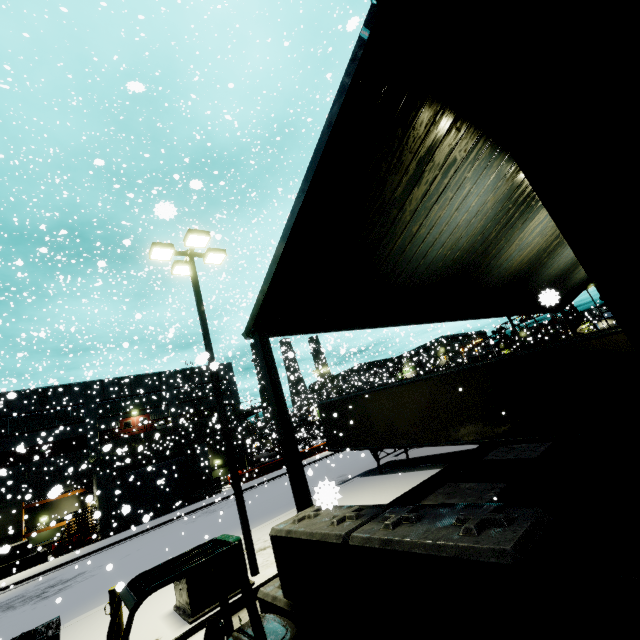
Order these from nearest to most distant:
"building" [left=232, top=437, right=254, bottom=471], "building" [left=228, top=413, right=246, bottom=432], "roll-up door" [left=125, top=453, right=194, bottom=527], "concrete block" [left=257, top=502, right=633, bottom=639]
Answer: "concrete block" [left=257, top=502, right=633, bottom=639] → "roll-up door" [left=125, top=453, right=194, bottom=527] → "building" [left=232, top=437, right=254, bottom=471] → "building" [left=228, top=413, right=246, bottom=432]

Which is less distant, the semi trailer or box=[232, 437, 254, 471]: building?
the semi trailer

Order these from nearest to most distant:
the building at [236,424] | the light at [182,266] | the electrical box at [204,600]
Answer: the electrical box at [204,600]
the light at [182,266]
the building at [236,424]

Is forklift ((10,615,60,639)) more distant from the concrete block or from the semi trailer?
the semi trailer

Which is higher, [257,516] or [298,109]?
[298,109]

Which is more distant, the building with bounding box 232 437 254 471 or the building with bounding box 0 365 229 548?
the building with bounding box 232 437 254 471

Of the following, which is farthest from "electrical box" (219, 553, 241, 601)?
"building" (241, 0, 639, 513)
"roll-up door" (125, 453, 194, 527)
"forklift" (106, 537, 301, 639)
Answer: "roll-up door" (125, 453, 194, 527)

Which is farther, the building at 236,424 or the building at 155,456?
the building at 236,424
